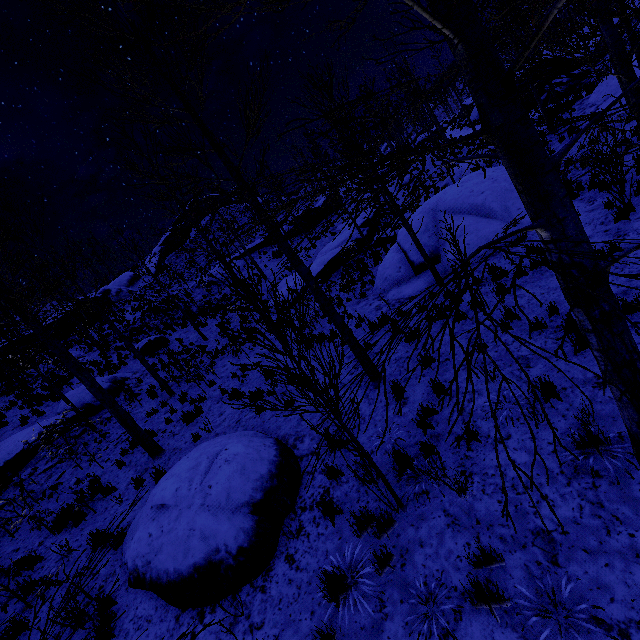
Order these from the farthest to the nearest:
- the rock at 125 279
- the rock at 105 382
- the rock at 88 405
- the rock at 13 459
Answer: the rock at 125 279 → the rock at 105 382 → the rock at 88 405 → the rock at 13 459

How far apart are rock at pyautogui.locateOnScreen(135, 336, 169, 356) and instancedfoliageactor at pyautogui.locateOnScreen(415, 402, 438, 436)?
14.4m

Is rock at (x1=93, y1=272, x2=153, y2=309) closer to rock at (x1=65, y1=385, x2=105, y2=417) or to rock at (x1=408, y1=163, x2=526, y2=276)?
rock at (x1=65, y1=385, x2=105, y2=417)

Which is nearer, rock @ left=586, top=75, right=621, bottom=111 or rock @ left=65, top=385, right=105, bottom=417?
rock @ left=65, top=385, right=105, bottom=417

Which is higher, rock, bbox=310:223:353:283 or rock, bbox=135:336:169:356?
rock, bbox=135:336:169:356

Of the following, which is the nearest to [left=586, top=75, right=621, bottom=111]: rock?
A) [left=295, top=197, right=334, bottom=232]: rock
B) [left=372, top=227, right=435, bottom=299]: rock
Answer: [left=372, top=227, right=435, bottom=299]: rock

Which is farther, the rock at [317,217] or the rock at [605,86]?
the rock at [317,217]

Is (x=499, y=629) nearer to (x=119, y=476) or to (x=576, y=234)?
(x=576, y=234)
